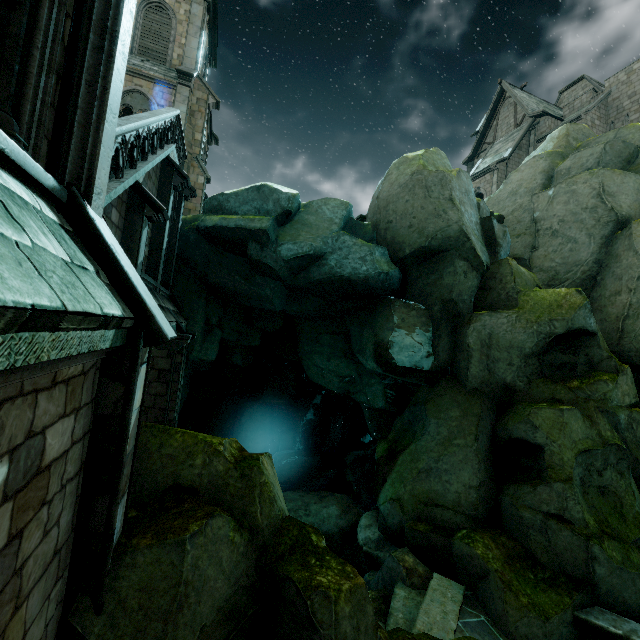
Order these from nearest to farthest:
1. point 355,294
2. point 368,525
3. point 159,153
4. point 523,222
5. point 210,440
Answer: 1. point 210,440
2. point 159,153
3. point 368,525
4. point 355,294
5. point 523,222

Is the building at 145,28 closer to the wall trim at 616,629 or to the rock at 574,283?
the rock at 574,283

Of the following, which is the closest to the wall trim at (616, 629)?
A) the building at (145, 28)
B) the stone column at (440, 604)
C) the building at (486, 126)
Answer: the stone column at (440, 604)

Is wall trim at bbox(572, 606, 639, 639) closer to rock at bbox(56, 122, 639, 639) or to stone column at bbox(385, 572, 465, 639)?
rock at bbox(56, 122, 639, 639)

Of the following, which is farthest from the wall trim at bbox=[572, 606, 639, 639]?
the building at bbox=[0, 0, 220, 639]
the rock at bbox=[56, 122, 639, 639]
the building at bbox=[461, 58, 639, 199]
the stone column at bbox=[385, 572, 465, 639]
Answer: the building at bbox=[461, 58, 639, 199]

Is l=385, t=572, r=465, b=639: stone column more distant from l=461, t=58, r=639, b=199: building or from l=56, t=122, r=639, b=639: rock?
l=461, t=58, r=639, b=199: building

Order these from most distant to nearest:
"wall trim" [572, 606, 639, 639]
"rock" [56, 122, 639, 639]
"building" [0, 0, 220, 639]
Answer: "wall trim" [572, 606, 639, 639]
"rock" [56, 122, 639, 639]
"building" [0, 0, 220, 639]

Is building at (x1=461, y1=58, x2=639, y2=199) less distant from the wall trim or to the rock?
the rock
